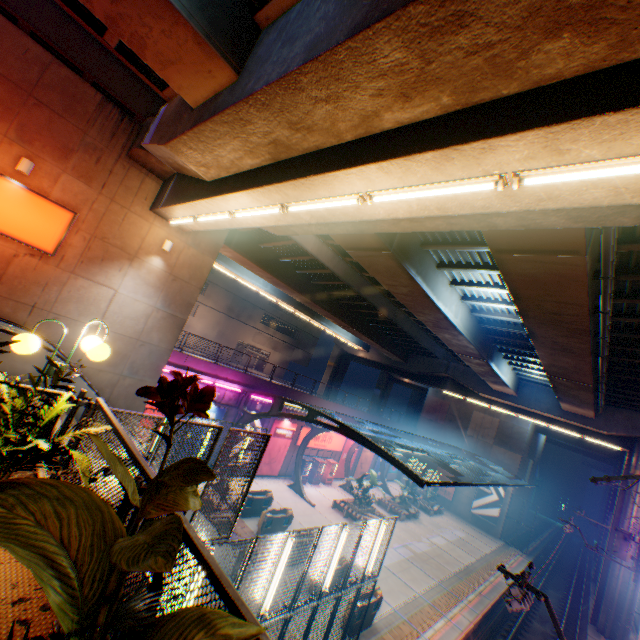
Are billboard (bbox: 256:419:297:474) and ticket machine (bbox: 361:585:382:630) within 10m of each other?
no

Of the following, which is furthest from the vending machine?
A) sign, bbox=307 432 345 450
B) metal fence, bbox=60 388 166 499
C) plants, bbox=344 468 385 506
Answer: metal fence, bbox=60 388 166 499

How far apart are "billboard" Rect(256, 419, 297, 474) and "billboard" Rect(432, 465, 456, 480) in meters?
22.7 m

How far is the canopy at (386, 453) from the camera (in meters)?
14.73

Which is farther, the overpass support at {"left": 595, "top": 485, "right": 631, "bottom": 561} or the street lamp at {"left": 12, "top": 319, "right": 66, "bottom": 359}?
the overpass support at {"left": 595, "top": 485, "right": 631, "bottom": 561}

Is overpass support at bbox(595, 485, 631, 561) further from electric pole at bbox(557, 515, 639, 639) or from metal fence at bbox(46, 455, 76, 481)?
electric pole at bbox(557, 515, 639, 639)

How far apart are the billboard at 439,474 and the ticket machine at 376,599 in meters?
27.7 m

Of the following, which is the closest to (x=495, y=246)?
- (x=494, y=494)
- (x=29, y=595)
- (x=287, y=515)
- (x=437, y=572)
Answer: (x=29, y=595)
